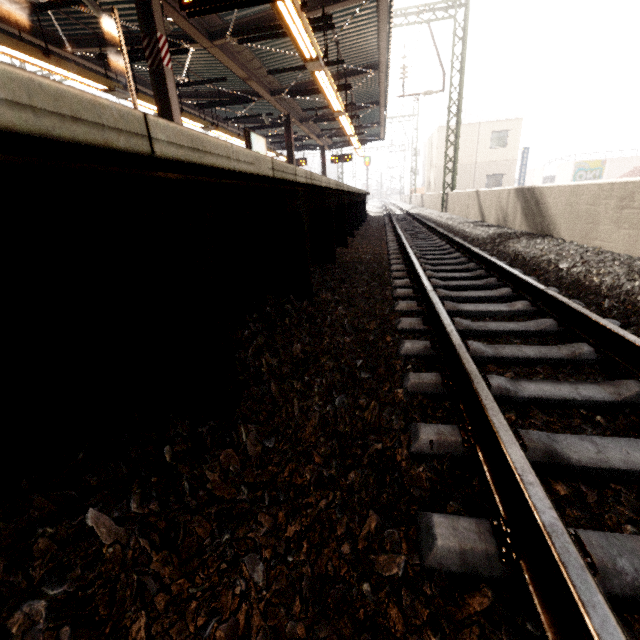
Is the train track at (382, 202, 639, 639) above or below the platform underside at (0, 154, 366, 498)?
below

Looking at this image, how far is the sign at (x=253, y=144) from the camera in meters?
10.3 m

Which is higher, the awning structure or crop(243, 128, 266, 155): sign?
the awning structure

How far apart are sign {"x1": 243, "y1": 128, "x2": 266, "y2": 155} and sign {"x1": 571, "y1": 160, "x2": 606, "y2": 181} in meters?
32.4 m

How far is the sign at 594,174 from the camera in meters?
29.5

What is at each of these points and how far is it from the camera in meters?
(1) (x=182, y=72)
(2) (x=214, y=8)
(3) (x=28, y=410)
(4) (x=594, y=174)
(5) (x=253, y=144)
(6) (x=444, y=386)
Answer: (1) awning structure, 11.3 m
(2) sign, 4.1 m
(3) platform underside, 1.2 m
(4) sign, 29.8 m
(5) sign, 10.6 m
(6) train track, 1.9 m

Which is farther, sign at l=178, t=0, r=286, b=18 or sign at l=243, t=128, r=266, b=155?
sign at l=243, t=128, r=266, b=155

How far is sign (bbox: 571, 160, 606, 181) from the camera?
29.5 meters
